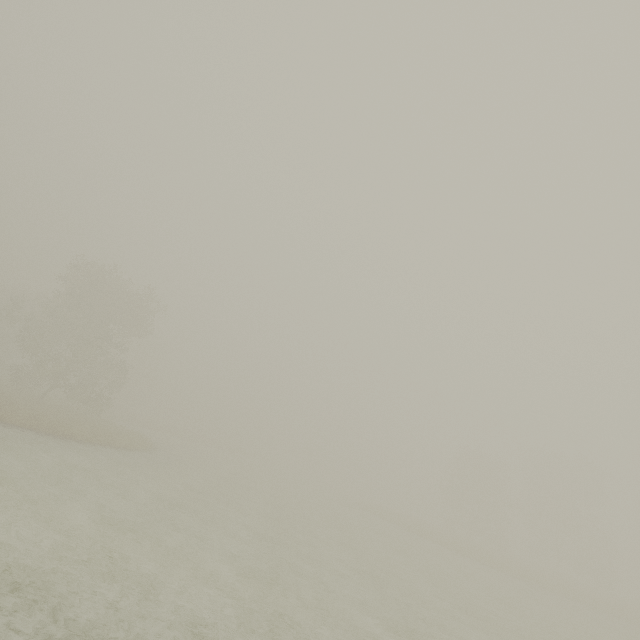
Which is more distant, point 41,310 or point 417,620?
point 41,310
